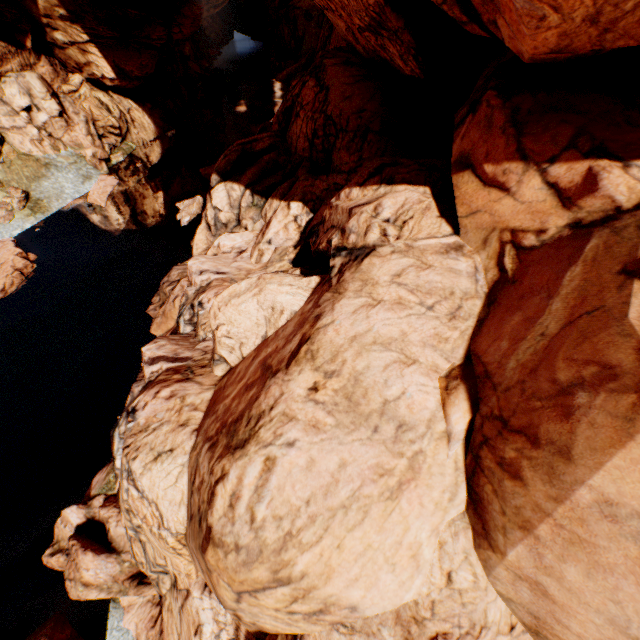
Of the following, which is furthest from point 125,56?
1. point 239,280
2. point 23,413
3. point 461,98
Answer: point 23,413

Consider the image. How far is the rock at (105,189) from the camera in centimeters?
2306cm

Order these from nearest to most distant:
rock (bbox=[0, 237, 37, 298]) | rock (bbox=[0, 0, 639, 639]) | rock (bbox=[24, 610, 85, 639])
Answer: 1. rock (bbox=[0, 0, 639, 639])
2. rock (bbox=[24, 610, 85, 639])
3. rock (bbox=[0, 237, 37, 298])

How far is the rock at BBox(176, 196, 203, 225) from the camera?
21.8m

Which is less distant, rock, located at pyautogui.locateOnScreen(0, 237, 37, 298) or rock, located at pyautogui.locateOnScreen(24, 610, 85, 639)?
rock, located at pyautogui.locateOnScreen(24, 610, 85, 639)
